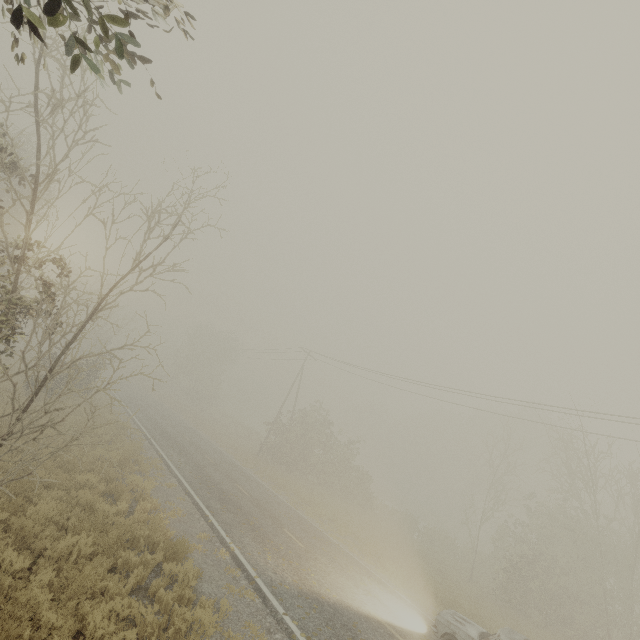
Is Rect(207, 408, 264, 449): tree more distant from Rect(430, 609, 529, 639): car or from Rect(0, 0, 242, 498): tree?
Rect(430, 609, 529, 639): car

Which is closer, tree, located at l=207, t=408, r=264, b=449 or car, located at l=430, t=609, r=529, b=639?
car, located at l=430, t=609, r=529, b=639

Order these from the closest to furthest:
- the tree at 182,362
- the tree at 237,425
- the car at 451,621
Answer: the tree at 182,362 < the car at 451,621 < the tree at 237,425

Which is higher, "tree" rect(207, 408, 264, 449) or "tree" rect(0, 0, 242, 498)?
"tree" rect(0, 0, 242, 498)

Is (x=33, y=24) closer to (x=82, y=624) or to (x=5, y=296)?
(x=5, y=296)

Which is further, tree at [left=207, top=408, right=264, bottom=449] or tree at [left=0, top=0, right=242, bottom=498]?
tree at [left=207, top=408, right=264, bottom=449]

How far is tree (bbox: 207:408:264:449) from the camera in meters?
40.8 m

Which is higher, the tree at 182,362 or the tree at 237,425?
the tree at 182,362
